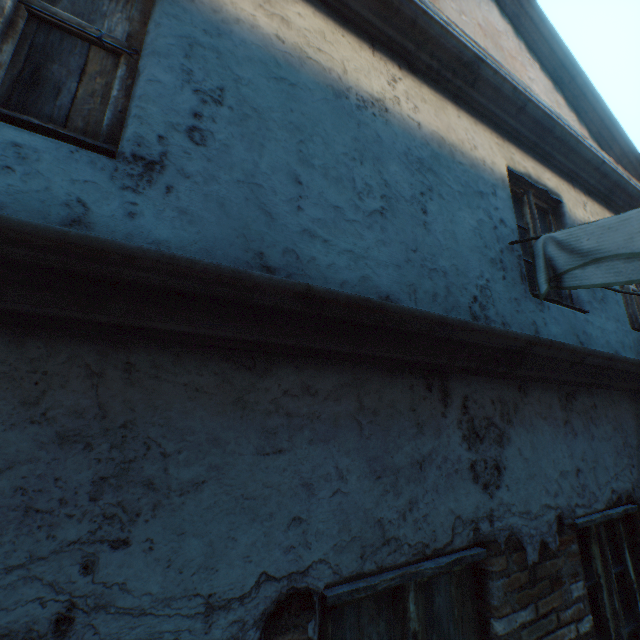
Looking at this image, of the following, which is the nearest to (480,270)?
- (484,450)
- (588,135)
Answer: (484,450)

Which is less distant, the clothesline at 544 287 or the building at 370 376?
the building at 370 376

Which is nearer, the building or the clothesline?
the building
